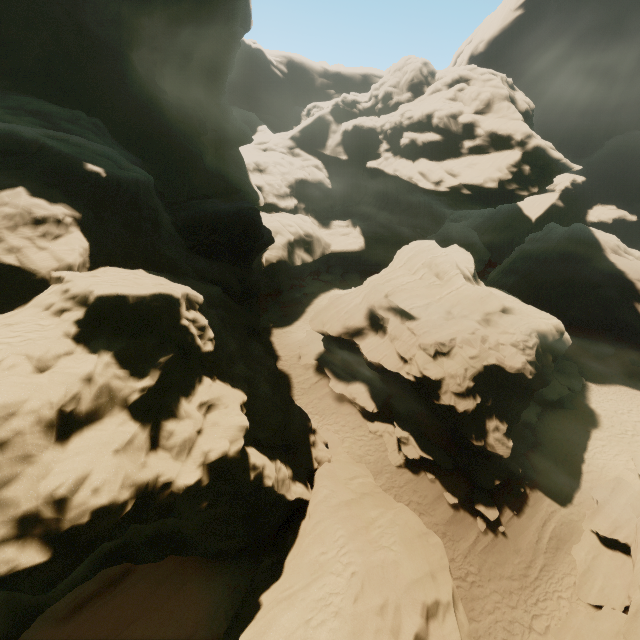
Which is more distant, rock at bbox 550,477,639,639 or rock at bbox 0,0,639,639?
rock at bbox 550,477,639,639

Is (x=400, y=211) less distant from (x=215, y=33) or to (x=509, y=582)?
(x=215, y=33)

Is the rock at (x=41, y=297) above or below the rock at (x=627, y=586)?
above

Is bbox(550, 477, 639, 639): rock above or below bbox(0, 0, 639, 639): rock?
below

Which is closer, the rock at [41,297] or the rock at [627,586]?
the rock at [41,297]
